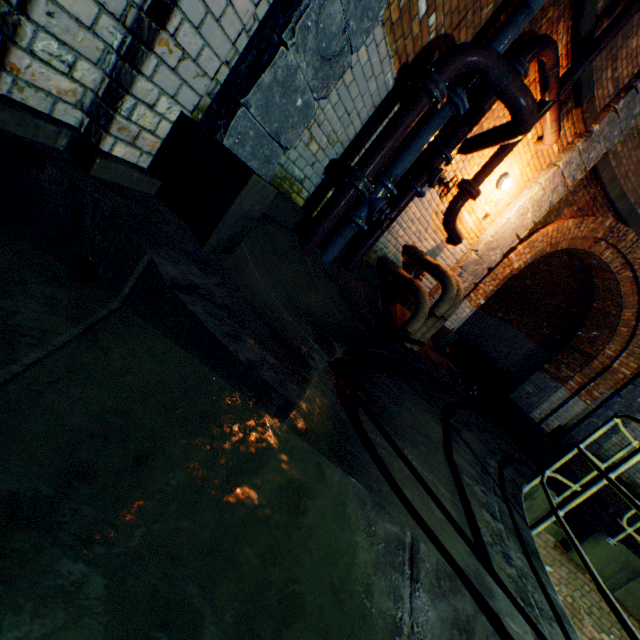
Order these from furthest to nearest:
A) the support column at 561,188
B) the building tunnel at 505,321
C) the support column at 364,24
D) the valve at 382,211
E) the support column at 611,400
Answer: the building tunnel at 505,321 → the support column at 611,400 → the support column at 561,188 → the valve at 382,211 → the support column at 364,24

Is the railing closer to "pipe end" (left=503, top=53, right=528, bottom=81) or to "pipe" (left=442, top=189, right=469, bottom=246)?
"pipe" (left=442, top=189, right=469, bottom=246)

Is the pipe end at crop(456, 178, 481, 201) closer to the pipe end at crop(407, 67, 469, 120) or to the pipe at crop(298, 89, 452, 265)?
the pipe at crop(298, 89, 452, 265)

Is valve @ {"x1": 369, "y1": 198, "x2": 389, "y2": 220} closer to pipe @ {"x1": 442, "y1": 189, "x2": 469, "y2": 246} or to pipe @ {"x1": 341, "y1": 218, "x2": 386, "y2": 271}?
pipe @ {"x1": 341, "y1": 218, "x2": 386, "y2": 271}

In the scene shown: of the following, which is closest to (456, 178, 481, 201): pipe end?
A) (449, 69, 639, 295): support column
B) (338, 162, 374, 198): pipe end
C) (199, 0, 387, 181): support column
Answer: (449, 69, 639, 295): support column

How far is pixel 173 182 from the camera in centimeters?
164cm

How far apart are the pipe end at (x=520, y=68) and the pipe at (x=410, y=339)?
2.3 meters

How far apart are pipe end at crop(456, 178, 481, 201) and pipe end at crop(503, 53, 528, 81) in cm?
113
